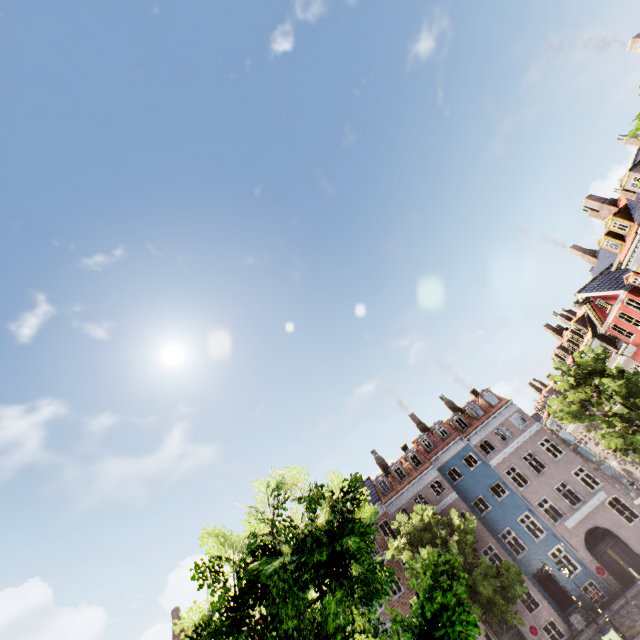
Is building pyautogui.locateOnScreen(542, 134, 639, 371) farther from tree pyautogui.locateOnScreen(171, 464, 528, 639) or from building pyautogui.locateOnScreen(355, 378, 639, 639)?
building pyautogui.locateOnScreen(355, 378, 639, 639)

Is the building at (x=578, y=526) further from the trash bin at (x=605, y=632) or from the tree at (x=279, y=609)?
the trash bin at (x=605, y=632)

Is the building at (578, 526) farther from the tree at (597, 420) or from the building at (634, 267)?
the building at (634, 267)

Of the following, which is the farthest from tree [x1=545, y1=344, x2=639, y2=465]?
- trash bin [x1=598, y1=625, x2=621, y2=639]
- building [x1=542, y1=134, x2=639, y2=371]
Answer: trash bin [x1=598, y1=625, x2=621, y2=639]

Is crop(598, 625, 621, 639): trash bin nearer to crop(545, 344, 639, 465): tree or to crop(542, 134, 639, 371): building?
crop(545, 344, 639, 465): tree

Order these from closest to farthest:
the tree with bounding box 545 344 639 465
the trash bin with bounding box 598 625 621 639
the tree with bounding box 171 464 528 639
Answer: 1. the tree with bounding box 171 464 528 639
2. the trash bin with bounding box 598 625 621 639
3. the tree with bounding box 545 344 639 465

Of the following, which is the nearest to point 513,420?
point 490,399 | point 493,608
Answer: point 490,399
